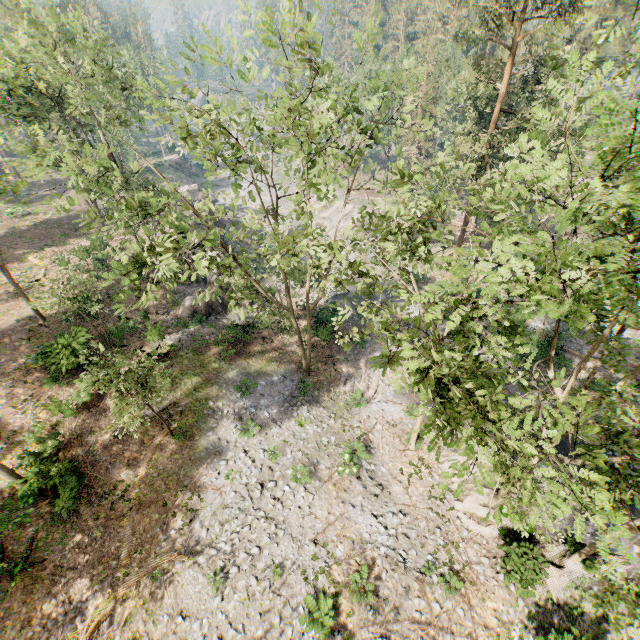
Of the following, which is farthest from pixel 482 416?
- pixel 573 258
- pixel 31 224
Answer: pixel 31 224

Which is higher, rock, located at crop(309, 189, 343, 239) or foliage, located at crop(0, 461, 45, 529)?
foliage, located at crop(0, 461, 45, 529)

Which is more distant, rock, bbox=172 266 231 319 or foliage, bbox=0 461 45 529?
rock, bbox=172 266 231 319

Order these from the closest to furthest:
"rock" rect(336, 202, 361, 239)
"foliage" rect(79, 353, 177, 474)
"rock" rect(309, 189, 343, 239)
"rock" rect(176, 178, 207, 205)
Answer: "foliage" rect(79, 353, 177, 474), "rock" rect(336, 202, 361, 239), "rock" rect(176, 178, 207, 205), "rock" rect(309, 189, 343, 239)

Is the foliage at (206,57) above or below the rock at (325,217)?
above

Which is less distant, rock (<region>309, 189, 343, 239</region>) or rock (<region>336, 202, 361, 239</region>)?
rock (<region>336, 202, 361, 239</region>)

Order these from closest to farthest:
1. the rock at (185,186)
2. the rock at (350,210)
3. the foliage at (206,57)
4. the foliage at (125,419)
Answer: the foliage at (206,57)
the foliage at (125,419)
the rock at (350,210)
the rock at (185,186)

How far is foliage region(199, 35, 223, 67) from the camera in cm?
1078
